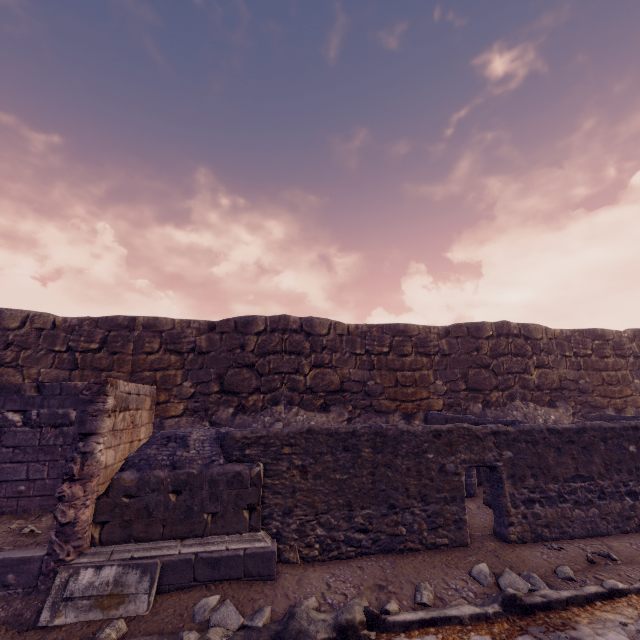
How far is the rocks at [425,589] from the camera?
4.0 meters

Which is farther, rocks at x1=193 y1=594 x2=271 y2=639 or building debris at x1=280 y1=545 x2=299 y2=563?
building debris at x1=280 y1=545 x2=299 y2=563

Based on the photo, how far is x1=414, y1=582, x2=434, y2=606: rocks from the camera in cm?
400

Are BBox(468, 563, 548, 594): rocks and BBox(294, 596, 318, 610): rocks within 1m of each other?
no

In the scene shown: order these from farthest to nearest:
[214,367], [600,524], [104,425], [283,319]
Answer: [283,319] < [214,367] < [600,524] < [104,425]

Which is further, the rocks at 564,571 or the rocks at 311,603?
the rocks at 564,571

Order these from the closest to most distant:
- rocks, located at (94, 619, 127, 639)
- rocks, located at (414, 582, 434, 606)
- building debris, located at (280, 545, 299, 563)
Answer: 1. rocks, located at (94, 619, 127, 639)
2. rocks, located at (414, 582, 434, 606)
3. building debris, located at (280, 545, 299, 563)

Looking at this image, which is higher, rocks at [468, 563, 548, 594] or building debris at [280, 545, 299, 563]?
building debris at [280, 545, 299, 563]
